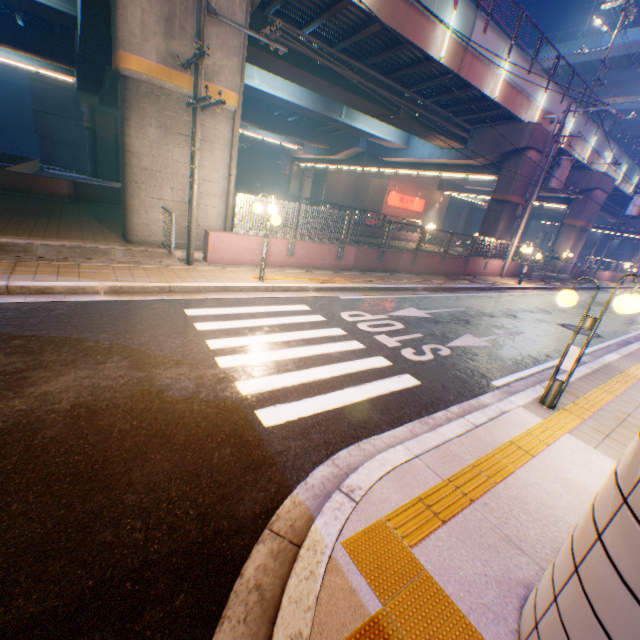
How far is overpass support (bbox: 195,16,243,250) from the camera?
9.3m

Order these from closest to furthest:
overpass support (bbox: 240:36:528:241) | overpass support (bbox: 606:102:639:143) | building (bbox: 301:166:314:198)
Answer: overpass support (bbox: 240:36:528:241) → overpass support (bbox: 606:102:639:143) → building (bbox: 301:166:314:198)

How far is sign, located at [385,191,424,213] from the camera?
37.9m

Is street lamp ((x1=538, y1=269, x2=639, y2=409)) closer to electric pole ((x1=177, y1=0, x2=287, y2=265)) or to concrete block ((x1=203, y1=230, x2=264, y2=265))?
Result: electric pole ((x1=177, y1=0, x2=287, y2=265))

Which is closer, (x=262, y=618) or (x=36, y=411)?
(x=262, y=618)

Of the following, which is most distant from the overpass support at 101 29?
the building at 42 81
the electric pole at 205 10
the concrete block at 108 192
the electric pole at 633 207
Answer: the building at 42 81

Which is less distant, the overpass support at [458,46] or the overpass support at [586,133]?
the overpass support at [458,46]

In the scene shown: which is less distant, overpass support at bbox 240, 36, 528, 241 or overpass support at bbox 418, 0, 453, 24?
overpass support at bbox 418, 0, 453, 24
